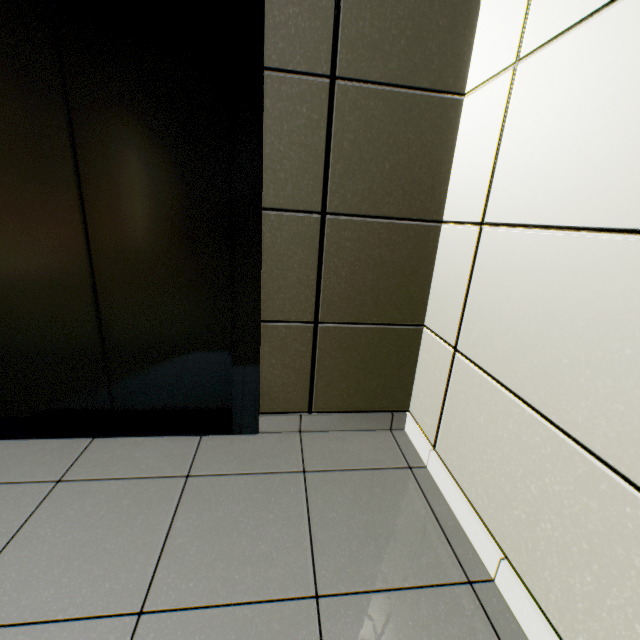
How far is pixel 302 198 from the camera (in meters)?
1.36
